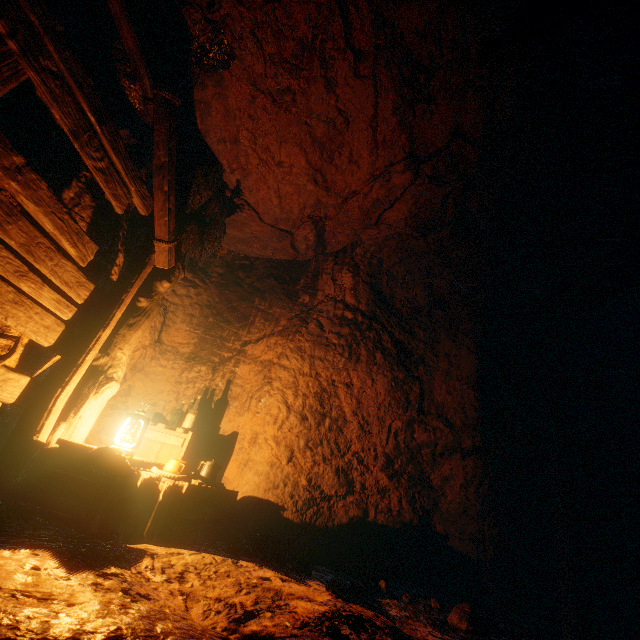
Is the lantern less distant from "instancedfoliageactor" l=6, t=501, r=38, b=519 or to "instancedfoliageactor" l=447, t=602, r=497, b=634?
"instancedfoliageactor" l=6, t=501, r=38, b=519

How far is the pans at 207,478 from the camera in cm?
330

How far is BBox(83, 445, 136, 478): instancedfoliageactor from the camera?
2.62m

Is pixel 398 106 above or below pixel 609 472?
above

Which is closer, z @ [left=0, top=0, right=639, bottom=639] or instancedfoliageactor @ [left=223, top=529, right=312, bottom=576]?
z @ [left=0, top=0, right=639, bottom=639]

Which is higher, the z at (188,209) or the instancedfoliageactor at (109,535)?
the z at (188,209)

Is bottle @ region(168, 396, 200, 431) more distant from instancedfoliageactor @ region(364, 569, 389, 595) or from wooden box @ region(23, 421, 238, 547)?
instancedfoliageactor @ region(364, 569, 389, 595)

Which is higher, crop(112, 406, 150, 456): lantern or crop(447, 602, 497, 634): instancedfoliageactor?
crop(112, 406, 150, 456): lantern
